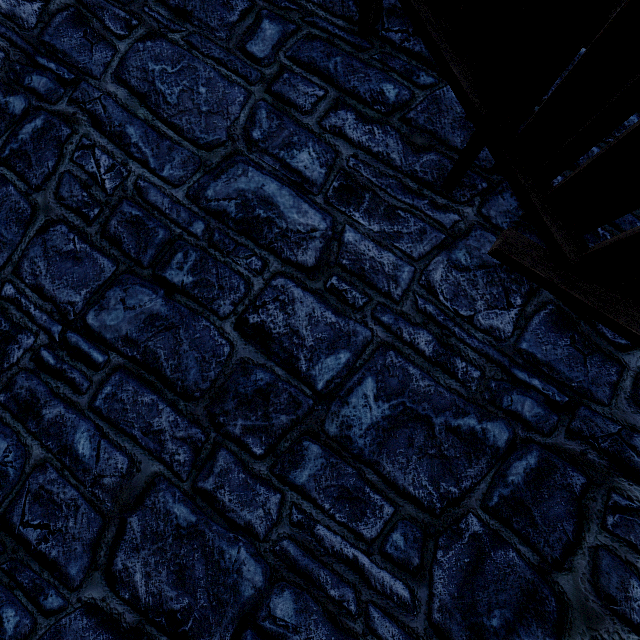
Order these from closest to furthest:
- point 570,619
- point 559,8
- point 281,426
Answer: point 559,8
point 570,619
point 281,426
